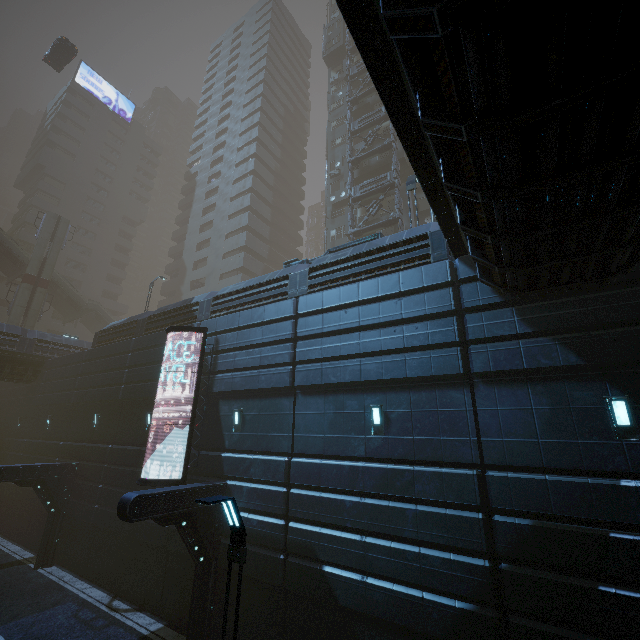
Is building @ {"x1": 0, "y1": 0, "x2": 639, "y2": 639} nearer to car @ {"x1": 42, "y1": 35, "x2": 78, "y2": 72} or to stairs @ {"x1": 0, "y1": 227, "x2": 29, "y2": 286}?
car @ {"x1": 42, "y1": 35, "x2": 78, "y2": 72}

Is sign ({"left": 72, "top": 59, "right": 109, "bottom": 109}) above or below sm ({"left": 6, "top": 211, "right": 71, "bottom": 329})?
above

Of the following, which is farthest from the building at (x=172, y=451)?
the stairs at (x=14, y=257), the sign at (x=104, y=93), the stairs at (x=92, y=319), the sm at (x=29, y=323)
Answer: the sign at (x=104, y=93)

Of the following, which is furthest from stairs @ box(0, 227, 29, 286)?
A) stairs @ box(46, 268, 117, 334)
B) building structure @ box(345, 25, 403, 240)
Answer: building structure @ box(345, 25, 403, 240)

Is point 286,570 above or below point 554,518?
below

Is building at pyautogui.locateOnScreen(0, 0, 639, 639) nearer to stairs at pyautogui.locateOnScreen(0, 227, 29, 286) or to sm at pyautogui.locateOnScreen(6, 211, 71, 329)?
sm at pyautogui.locateOnScreen(6, 211, 71, 329)

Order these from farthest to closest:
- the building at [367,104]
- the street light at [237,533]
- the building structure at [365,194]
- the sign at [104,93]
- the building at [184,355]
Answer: the sign at [104,93], the building at [367,104], the building structure at [365,194], the building at [184,355], the street light at [237,533]

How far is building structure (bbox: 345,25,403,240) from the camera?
26.7 meters
